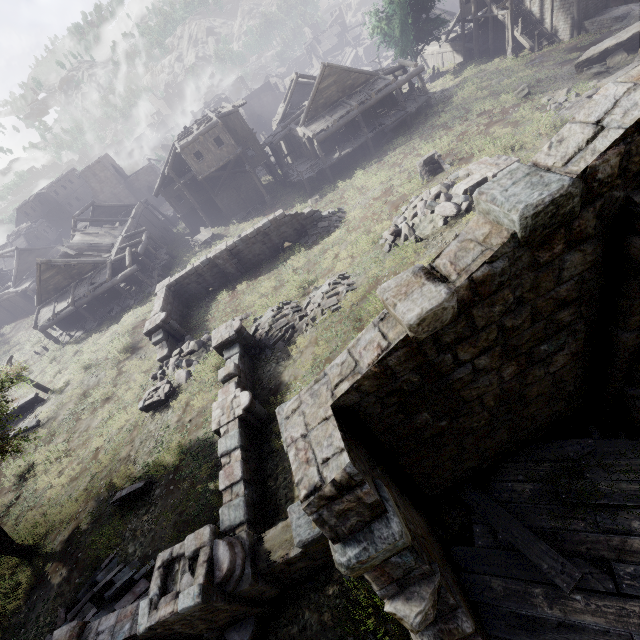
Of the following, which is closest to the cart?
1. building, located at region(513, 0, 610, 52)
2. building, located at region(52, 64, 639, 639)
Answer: building, located at region(52, 64, 639, 639)

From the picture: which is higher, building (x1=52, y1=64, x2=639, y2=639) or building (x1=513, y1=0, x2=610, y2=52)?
building (x1=52, y1=64, x2=639, y2=639)

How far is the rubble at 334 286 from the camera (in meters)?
15.06

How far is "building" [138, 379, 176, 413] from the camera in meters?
15.8 m

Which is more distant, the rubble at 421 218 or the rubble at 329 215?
the rubble at 329 215

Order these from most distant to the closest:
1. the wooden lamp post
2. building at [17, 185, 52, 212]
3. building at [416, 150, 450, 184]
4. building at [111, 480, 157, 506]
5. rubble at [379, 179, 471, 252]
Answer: building at [17, 185, 52, 212] → the wooden lamp post → building at [416, 150, 450, 184] → rubble at [379, 179, 471, 252] → building at [111, 480, 157, 506]

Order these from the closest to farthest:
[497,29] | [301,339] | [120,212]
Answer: [301,339], [497,29], [120,212]

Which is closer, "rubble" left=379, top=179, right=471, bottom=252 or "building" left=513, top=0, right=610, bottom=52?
"rubble" left=379, top=179, right=471, bottom=252
